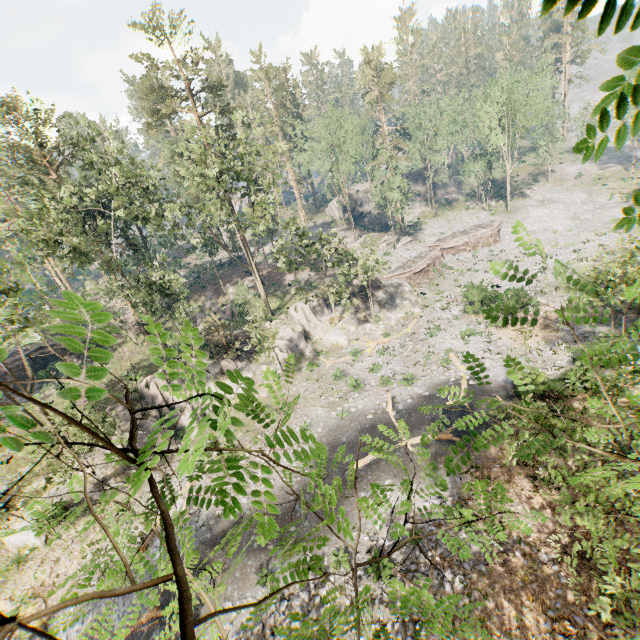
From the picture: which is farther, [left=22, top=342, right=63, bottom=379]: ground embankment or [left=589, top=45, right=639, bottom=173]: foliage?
[left=22, top=342, right=63, bottom=379]: ground embankment

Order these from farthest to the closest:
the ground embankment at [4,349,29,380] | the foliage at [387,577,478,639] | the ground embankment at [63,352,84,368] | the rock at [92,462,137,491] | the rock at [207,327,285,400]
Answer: the ground embankment at [63,352,84,368] → the ground embankment at [4,349,29,380] → the rock at [207,327,285,400] → the rock at [92,462,137,491] → the foliage at [387,577,478,639]

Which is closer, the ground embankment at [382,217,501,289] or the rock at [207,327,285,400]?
the rock at [207,327,285,400]

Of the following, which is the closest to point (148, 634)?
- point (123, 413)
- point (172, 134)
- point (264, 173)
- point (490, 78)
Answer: point (123, 413)

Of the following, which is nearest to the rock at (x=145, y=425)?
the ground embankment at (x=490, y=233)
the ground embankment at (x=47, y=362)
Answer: the ground embankment at (x=490, y=233)

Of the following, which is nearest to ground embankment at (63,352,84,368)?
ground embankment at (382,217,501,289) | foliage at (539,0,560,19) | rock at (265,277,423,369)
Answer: foliage at (539,0,560,19)

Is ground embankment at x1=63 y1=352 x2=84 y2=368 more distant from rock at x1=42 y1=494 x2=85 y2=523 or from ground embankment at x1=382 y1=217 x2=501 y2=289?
ground embankment at x1=382 y1=217 x2=501 y2=289

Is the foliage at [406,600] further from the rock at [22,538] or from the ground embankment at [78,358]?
the ground embankment at [78,358]
